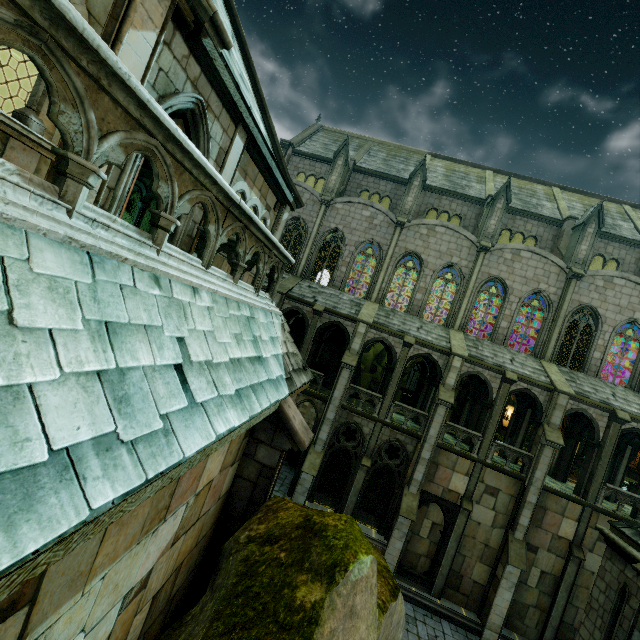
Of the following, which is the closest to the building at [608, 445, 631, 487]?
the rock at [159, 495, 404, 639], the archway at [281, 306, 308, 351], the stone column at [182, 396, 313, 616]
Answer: the archway at [281, 306, 308, 351]

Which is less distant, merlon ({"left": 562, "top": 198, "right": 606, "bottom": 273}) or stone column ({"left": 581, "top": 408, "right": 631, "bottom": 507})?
stone column ({"left": 581, "top": 408, "right": 631, "bottom": 507})

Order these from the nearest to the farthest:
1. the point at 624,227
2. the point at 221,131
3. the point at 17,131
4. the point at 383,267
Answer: the point at 17,131, the point at 221,131, the point at 383,267, the point at 624,227

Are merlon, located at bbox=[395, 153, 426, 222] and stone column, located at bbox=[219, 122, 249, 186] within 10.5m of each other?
no

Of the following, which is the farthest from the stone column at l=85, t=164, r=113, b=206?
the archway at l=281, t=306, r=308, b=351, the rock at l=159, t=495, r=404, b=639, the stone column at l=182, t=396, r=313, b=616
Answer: the archway at l=281, t=306, r=308, b=351

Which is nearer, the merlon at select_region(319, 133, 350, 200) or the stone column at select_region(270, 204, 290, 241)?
the stone column at select_region(270, 204, 290, 241)

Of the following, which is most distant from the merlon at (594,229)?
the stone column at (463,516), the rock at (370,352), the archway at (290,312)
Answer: the rock at (370,352)

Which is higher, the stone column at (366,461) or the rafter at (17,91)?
the rafter at (17,91)
